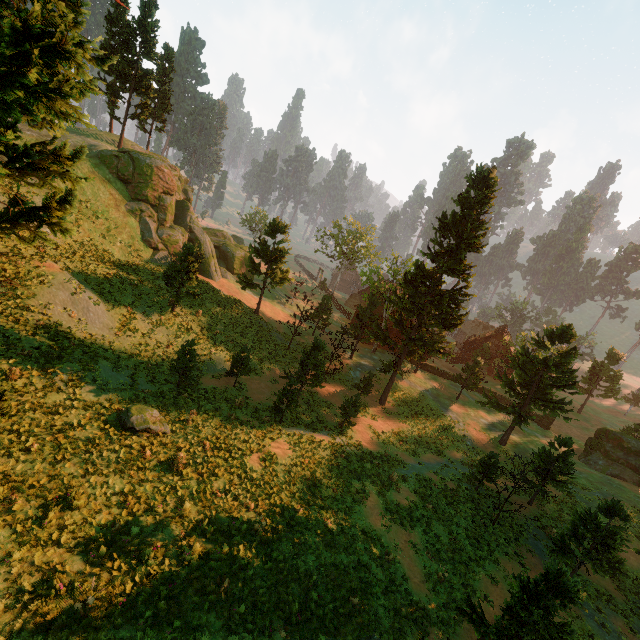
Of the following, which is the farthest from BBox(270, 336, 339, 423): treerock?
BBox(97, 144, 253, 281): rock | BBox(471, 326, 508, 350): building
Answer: BBox(97, 144, 253, 281): rock

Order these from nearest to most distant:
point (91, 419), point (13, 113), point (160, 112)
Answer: point (13, 113) < point (91, 419) < point (160, 112)

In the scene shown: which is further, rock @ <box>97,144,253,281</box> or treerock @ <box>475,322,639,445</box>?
rock @ <box>97,144,253,281</box>

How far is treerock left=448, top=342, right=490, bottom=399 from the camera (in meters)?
39.12

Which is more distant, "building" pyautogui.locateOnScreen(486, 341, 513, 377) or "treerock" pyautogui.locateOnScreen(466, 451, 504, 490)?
"building" pyautogui.locateOnScreen(486, 341, 513, 377)

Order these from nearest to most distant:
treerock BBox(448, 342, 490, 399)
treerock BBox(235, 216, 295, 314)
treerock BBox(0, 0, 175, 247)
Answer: treerock BBox(0, 0, 175, 247)
treerock BBox(235, 216, 295, 314)
treerock BBox(448, 342, 490, 399)

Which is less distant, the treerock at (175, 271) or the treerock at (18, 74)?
the treerock at (18, 74)

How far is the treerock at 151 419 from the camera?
14.9 meters
